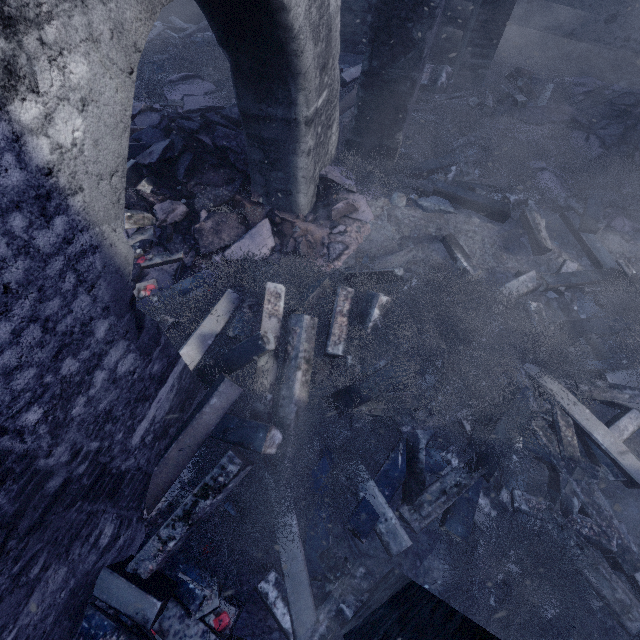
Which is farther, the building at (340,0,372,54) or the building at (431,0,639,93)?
the building at (340,0,372,54)

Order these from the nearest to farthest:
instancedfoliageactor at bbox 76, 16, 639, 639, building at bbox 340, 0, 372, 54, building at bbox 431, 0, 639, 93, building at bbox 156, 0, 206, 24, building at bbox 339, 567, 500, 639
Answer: building at bbox 339, 567, 500, 639 < instancedfoliageactor at bbox 76, 16, 639, 639 < building at bbox 431, 0, 639, 93 < building at bbox 340, 0, 372, 54 < building at bbox 156, 0, 206, 24

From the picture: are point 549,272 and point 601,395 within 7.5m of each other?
yes

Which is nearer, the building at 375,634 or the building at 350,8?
the building at 375,634

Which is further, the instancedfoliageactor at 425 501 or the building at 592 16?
the building at 592 16

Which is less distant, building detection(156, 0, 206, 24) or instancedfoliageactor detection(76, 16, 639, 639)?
instancedfoliageactor detection(76, 16, 639, 639)
